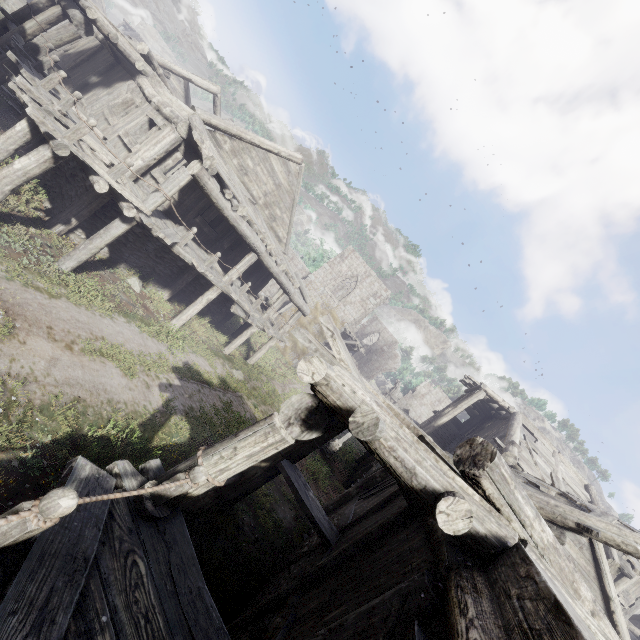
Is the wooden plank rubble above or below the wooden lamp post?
above

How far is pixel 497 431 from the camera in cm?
1803

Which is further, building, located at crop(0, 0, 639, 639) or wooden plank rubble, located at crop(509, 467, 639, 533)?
wooden plank rubble, located at crop(509, 467, 639, 533)

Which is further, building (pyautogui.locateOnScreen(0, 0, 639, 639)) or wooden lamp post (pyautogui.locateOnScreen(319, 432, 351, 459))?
wooden lamp post (pyautogui.locateOnScreen(319, 432, 351, 459))

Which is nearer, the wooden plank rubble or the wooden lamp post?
the wooden plank rubble

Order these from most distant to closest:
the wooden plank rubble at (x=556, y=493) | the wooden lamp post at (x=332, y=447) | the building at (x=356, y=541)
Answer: the wooden lamp post at (x=332, y=447), the wooden plank rubble at (x=556, y=493), the building at (x=356, y=541)

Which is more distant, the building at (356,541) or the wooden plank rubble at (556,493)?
the wooden plank rubble at (556,493)

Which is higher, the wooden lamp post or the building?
the building
